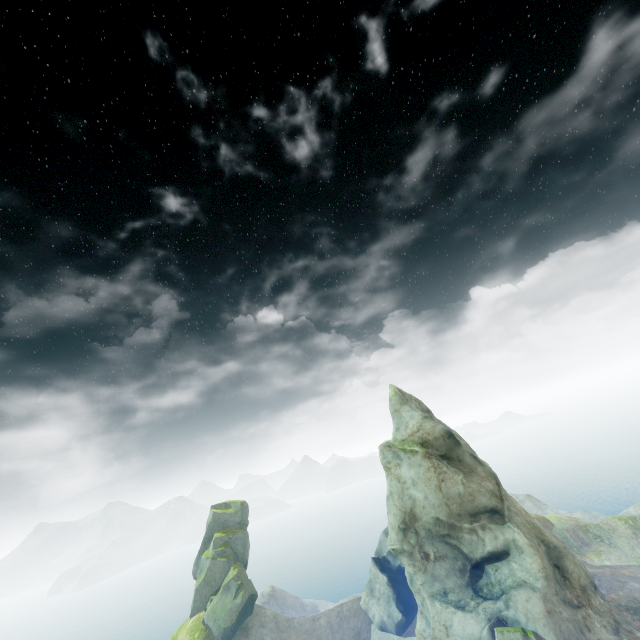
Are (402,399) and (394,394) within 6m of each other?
yes

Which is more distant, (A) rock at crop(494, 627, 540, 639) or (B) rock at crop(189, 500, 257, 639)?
(B) rock at crop(189, 500, 257, 639)

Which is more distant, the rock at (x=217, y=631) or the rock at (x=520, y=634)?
the rock at (x=217, y=631)
